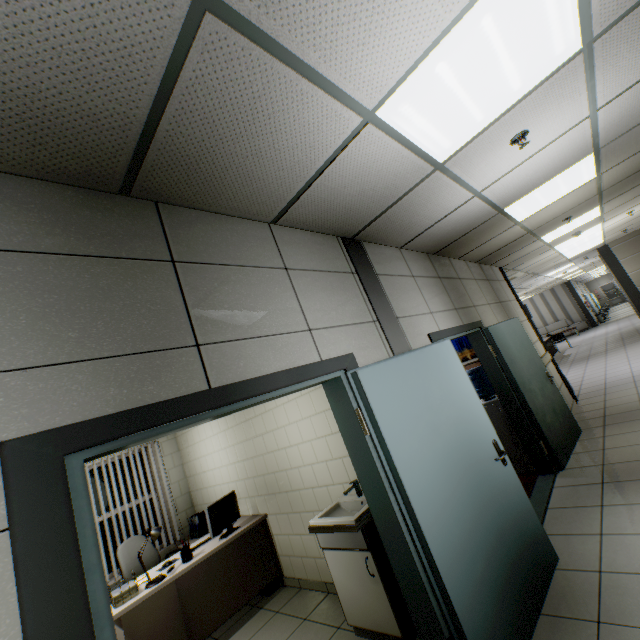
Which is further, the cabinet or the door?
the cabinet

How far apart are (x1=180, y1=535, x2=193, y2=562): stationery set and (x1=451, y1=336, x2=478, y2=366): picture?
6.9 meters

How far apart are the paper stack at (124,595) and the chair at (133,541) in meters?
0.7

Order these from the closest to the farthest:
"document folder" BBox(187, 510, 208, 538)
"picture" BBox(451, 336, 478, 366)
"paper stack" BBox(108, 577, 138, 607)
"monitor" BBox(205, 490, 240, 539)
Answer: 1. "paper stack" BBox(108, 577, 138, 607)
2. "monitor" BBox(205, 490, 240, 539)
3. "document folder" BBox(187, 510, 208, 538)
4. "picture" BBox(451, 336, 478, 366)

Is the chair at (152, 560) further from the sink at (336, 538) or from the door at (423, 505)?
the door at (423, 505)

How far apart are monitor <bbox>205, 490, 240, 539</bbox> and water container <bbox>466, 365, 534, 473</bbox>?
3.7 meters

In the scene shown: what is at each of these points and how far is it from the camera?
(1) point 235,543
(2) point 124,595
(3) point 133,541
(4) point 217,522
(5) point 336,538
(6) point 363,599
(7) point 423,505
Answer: (1) table, 3.9 meters
(2) paper stack, 3.1 meters
(3) chair, 4.5 meters
(4) monitor, 3.9 meters
(5) sink, 2.8 meters
(6) cabinet, 2.7 meters
(7) door, 2.0 meters

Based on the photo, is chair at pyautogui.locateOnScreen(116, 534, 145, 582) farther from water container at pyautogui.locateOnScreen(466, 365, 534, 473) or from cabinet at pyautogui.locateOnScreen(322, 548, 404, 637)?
water container at pyautogui.locateOnScreen(466, 365, 534, 473)
